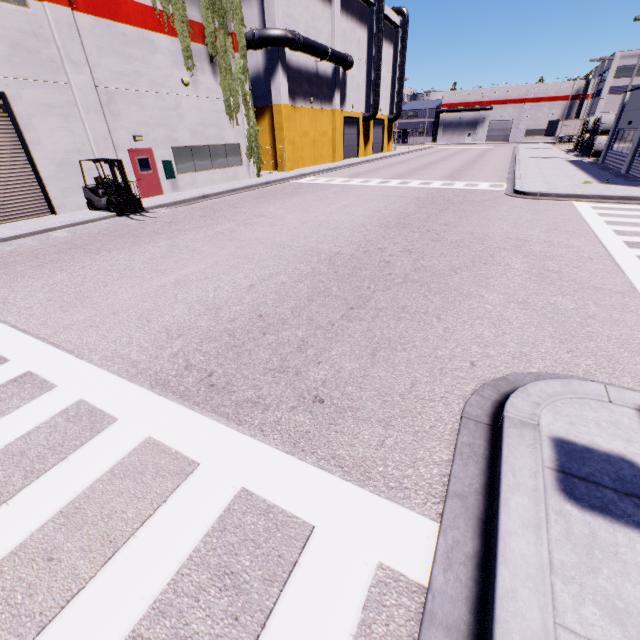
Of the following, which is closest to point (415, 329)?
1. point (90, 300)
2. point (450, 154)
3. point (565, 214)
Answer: point (90, 300)

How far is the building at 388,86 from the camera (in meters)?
41.19

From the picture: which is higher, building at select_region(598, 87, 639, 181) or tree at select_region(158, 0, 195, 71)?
tree at select_region(158, 0, 195, 71)

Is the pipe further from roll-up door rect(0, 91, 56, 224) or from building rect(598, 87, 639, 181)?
roll-up door rect(0, 91, 56, 224)

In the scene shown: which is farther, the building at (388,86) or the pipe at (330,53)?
the building at (388,86)

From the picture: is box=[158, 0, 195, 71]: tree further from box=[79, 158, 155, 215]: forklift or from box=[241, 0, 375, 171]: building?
box=[79, 158, 155, 215]: forklift

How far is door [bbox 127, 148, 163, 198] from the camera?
16.7 meters

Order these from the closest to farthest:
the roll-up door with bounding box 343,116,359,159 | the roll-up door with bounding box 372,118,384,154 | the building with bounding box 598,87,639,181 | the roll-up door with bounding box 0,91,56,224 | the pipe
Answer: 1. the roll-up door with bounding box 0,91,56,224
2. the building with bounding box 598,87,639,181
3. the pipe
4. the roll-up door with bounding box 343,116,359,159
5. the roll-up door with bounding box 372,118,384,154
